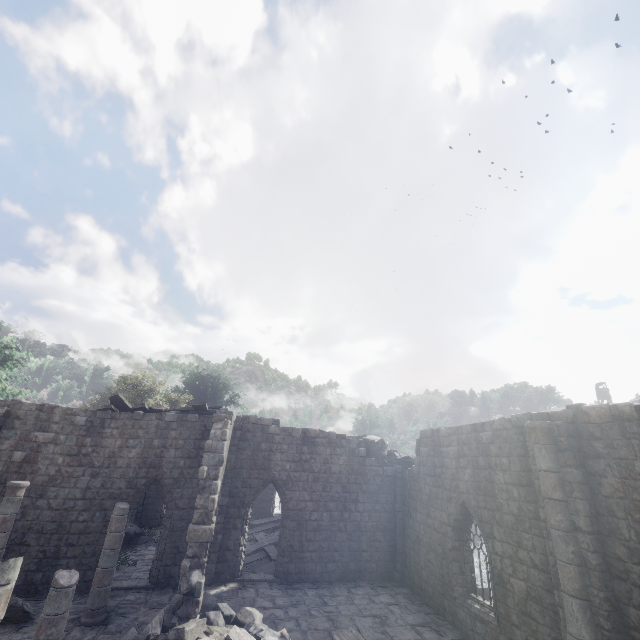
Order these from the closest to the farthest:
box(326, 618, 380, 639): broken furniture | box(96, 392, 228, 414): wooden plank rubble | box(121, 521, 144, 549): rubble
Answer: box(326, 618, 380, 639): broken furniture
box(96, 392, 228, 414): wooden plank rubble
box(121, 521, 144, 549): rubble

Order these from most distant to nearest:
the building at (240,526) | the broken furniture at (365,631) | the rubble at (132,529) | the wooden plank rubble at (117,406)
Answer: the rubble at (132,529) → the wooden plank rubble at (117,406) → the broken furniture at (365,631) → the building at (240,526)

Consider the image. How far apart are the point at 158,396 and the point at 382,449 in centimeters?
2204cm

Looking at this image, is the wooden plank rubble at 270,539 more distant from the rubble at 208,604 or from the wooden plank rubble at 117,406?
the wooden plank rubble at 117,406

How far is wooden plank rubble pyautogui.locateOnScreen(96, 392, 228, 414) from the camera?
15.1m

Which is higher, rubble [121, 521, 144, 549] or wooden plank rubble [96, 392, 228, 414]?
wooden plank rubble [96, 392, 228, 414]

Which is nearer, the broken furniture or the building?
the building

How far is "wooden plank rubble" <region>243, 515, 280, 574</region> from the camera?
16.0 meters
